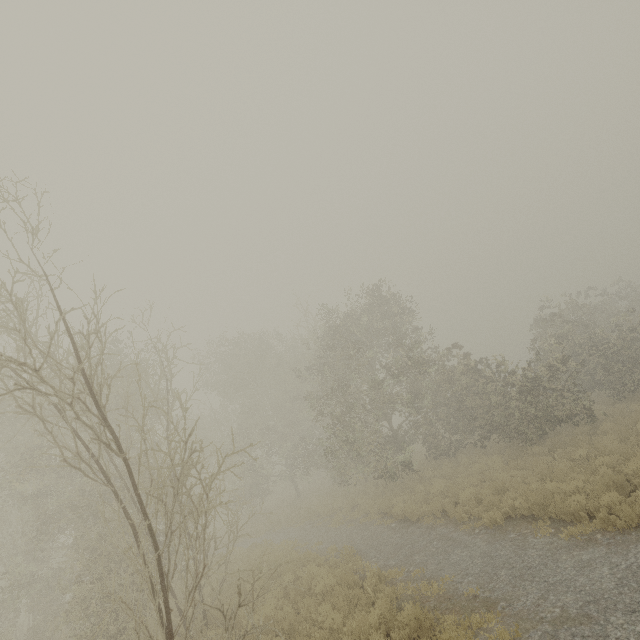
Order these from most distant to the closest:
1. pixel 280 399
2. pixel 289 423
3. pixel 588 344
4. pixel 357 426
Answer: pixel 280 399 → pixel 289 423 → pixel 588 344 → pixel 357 426
